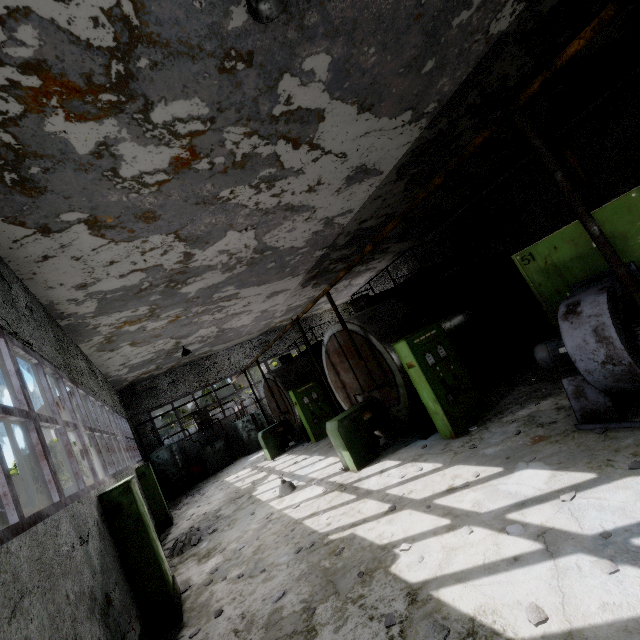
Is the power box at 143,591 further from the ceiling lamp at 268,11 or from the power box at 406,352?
the ceiling lamp at 268,11

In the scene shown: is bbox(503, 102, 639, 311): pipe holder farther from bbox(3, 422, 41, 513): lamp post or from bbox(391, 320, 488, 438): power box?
bbox(3, 422, 41, 513): lamp post

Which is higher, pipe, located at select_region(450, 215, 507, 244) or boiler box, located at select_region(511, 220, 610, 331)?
pipe, located at select_region(450, 215, 507, 244)

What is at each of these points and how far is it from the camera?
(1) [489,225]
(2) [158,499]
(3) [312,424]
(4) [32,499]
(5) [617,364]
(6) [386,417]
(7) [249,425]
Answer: (1) pipe, 14.68m
(2) power box, 12.07m
(3) power box, 13.86m
(4) lamp post, 17.66m
(5) fan motor, 4.31m
(6) boiler tank, 8.92m
(7) boiler group, 19.62m

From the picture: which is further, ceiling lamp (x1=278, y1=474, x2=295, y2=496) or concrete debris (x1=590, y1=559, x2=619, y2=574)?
ceiling lamp (x1=278, y1=474, x2=295, y2=496)

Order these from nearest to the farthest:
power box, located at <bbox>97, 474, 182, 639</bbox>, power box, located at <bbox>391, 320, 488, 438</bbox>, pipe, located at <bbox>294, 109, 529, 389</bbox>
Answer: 1. pipe, located at <bbox>294, 109, 529, 389</bbox>
2. power box, located at <bbox>97, 474, 182, 639</bbox>
3. power box, located at <bbox>391, 320, 488, 438</bbox>

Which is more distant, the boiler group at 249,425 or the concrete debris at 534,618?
the boiler group at 249,425

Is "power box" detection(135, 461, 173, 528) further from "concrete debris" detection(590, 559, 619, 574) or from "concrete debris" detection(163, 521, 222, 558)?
"concrete debris" detection(590, 559, 619, 574)
